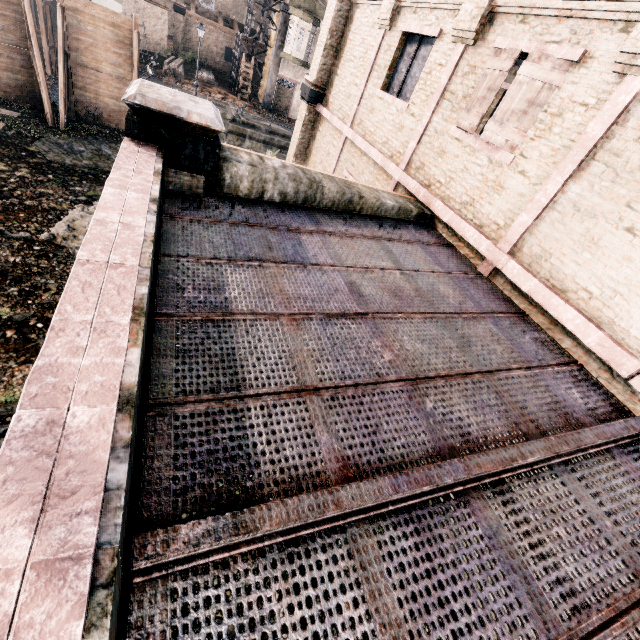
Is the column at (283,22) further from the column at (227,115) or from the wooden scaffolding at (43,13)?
the wooden scaffolding at (43,13)

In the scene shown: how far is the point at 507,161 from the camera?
6.6m

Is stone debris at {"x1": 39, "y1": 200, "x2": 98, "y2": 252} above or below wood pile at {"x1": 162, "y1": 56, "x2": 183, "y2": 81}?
below

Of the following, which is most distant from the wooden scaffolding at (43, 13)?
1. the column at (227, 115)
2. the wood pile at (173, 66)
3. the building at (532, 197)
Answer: the building at (532, 197)

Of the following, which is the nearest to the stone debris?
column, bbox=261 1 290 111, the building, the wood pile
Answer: the building

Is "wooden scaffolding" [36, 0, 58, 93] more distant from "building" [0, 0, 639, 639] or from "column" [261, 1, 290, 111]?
"building" [0, 0, 639, 639]

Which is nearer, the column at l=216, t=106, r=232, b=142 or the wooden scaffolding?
the wooden scaffolding

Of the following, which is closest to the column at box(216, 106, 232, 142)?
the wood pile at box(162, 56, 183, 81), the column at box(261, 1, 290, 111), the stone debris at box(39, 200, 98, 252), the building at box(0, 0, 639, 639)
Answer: the wood pile at box(162, 56, 183, 81)
